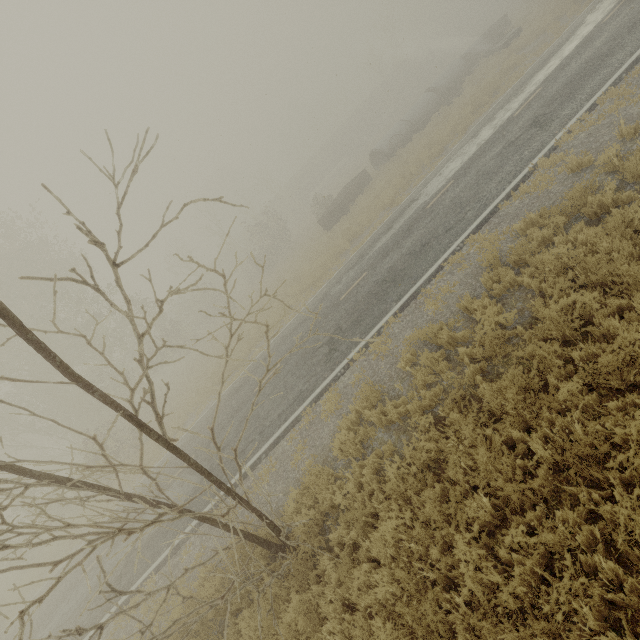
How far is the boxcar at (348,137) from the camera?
52.8 meters

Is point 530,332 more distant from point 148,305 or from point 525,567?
point 148,305

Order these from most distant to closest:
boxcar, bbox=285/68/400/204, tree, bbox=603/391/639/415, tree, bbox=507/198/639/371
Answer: boxcar, bbox=285/68/400/204 → tree, bbox=507/198/639/371 → tree, bbox=603/391/639/415

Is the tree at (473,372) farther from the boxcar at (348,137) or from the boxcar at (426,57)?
the boxcar at (426,57)

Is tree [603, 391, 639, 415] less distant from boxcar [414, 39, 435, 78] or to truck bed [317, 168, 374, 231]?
truck bed [317, 168, 374, 231]

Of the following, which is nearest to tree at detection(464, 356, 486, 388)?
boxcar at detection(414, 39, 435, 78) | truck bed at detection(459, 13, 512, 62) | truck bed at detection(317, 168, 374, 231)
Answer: truck bed at detection(317, 168, 374, 231)

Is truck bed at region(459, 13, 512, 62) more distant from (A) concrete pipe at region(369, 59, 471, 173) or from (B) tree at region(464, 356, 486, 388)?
(B) tree at region(464, 356, 486, 388)

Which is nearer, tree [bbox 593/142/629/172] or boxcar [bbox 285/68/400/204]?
tree [bbox 593/142/629/172]
